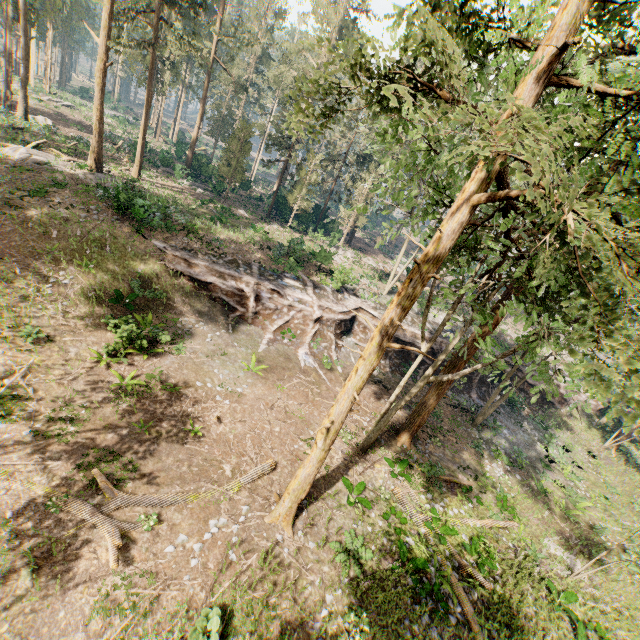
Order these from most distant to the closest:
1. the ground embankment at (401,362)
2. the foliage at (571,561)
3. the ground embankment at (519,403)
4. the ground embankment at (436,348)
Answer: the ground embankment at (519,403) < the ground embankment at (436,348) < the ground embankment at (401,362) < the foliage at (571,561)

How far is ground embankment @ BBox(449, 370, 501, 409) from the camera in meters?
28.3

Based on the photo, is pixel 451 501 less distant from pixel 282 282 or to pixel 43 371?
pixel 282 282

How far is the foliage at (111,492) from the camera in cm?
1028
